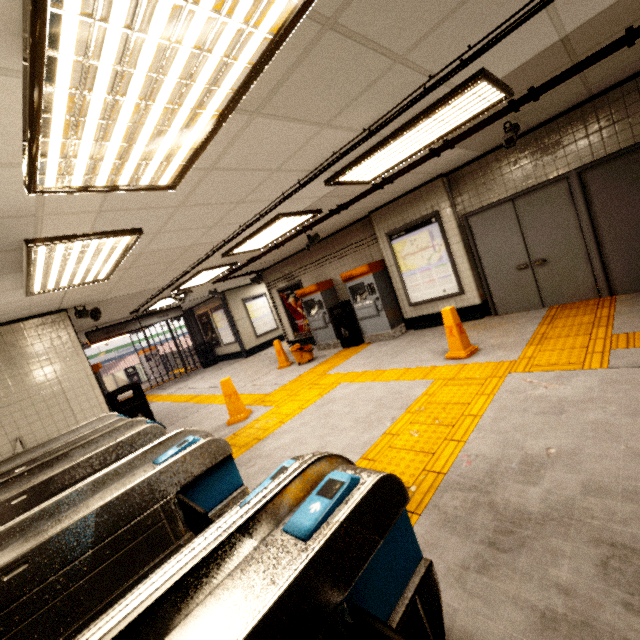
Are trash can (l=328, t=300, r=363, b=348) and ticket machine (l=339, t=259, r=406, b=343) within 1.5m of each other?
yes

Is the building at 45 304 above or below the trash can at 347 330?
above

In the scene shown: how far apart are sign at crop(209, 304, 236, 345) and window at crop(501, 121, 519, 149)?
11.50m

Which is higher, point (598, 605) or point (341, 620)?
point (341, 620)

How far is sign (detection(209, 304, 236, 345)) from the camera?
13.79m

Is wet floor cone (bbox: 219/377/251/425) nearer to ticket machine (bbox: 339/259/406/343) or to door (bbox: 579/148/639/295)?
ticket machine (bbox: 339/259/406/343)

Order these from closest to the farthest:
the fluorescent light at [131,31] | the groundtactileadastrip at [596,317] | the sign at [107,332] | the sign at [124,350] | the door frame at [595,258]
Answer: the fluorescent light at [131,31]
the groundtactileadastrip at [596,317]
the door frame at [595,258]
the sign at [107,332]
the sign at [124,350]

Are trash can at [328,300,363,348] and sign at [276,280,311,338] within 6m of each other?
yes
